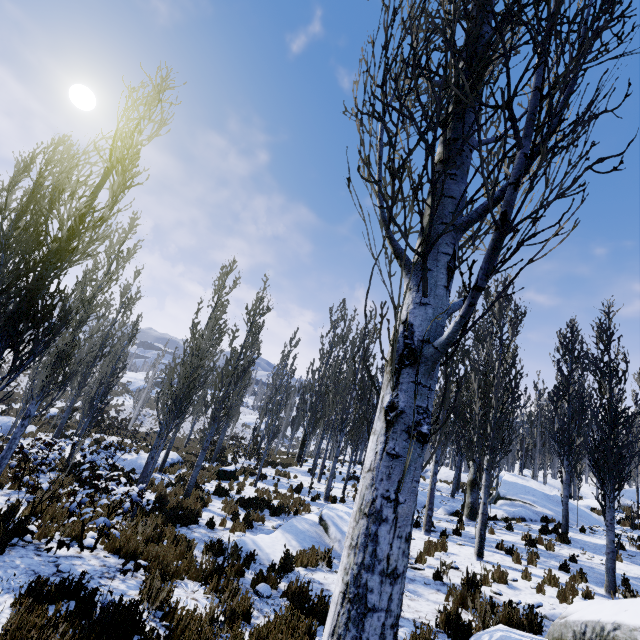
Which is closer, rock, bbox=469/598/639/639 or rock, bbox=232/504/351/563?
rock, bbox=469/598/639/639

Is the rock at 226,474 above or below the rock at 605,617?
below

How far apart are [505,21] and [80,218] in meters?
6.4 m

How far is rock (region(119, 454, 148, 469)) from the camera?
18.02m

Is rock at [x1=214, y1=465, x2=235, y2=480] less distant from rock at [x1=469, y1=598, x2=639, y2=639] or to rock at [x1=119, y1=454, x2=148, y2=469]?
rock at [x1=119, y1=454, x2=148, y2=469]

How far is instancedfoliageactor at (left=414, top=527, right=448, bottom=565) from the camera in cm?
877

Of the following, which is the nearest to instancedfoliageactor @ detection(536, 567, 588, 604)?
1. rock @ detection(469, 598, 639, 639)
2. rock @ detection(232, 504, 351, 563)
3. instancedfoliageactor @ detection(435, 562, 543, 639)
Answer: rock @ detection(469, 598, 639, 639)

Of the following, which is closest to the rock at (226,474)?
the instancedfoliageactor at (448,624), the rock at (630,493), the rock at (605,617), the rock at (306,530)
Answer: the rock at (306,530)
